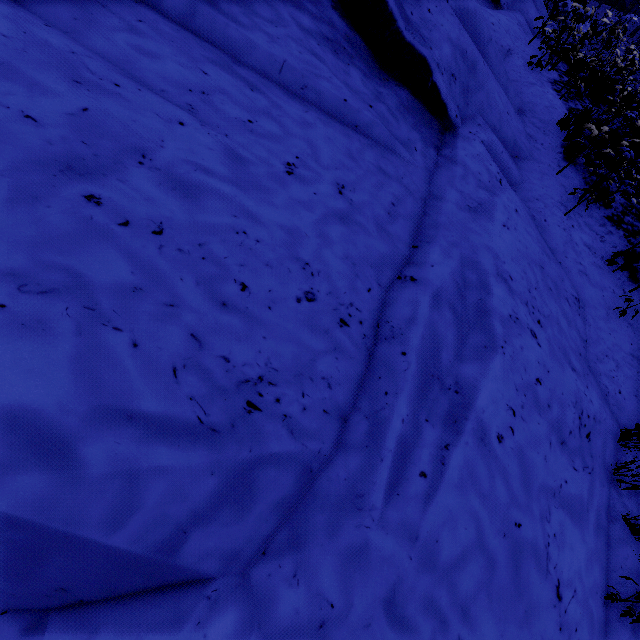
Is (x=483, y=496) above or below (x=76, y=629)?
above
